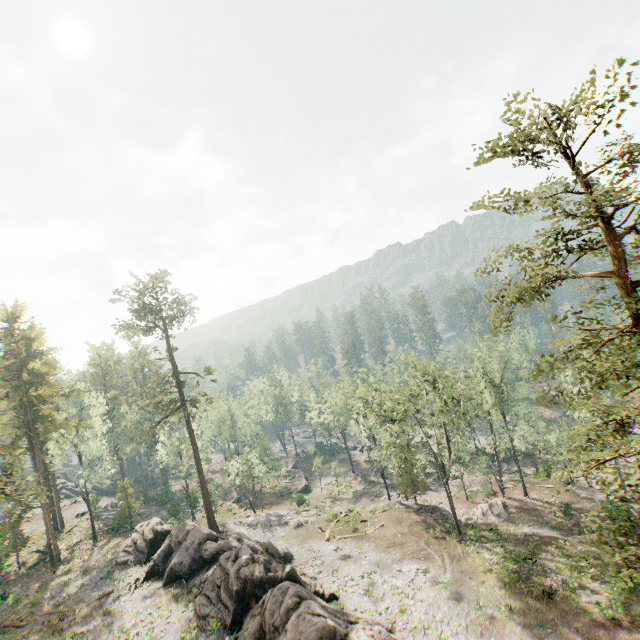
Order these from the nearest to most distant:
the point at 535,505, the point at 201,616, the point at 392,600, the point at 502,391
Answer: the point at 201,616 → the point at 392,600 → the point at 535,505 → the point at 502,391

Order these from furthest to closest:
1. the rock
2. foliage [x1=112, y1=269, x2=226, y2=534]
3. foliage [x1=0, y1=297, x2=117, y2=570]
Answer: foliage [x1=112, y1=269, x2=226, y2=534] < foliage [x1=0, y1=297, x2=117, y2=570] < the rock

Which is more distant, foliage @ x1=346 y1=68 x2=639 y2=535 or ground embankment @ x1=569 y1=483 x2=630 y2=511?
ground embankment @ x1=569 y1=483 x2=630 y2=511

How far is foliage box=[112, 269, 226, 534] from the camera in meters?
38.6 m

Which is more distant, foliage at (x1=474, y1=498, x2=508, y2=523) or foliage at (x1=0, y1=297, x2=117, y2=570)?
foliage at (x1=474, y1=498, x2=508, y2=523)

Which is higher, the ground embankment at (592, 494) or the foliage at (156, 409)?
the foliage at (156, 409)
